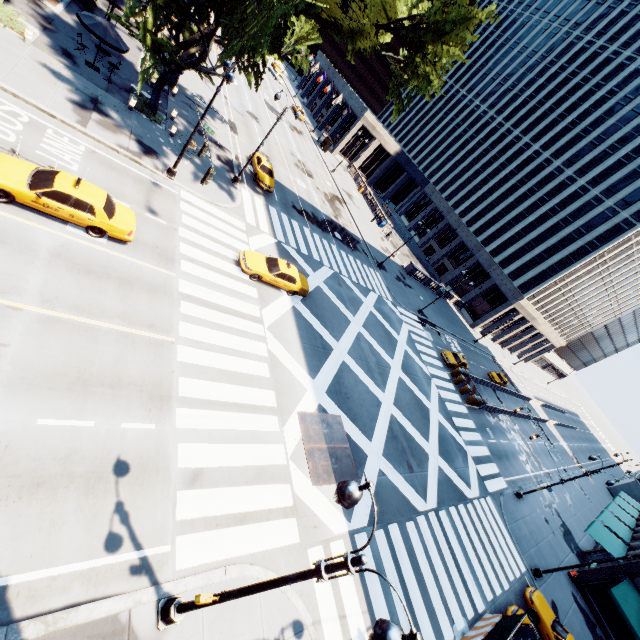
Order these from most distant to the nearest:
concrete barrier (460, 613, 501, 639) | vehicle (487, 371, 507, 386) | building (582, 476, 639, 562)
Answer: vehicle (487, 371, 507, 386) → building (582, 476, 639, 562) → concrete barrier (460, 613, 501, 639)

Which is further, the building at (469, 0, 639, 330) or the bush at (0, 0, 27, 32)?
the building at (469, 0, 639, 330)

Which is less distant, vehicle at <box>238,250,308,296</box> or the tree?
the tree

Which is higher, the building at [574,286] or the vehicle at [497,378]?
the building at [574,286]

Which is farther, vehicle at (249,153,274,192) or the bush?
vehicle at (249,153,274,192)

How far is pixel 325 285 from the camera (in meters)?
26.78

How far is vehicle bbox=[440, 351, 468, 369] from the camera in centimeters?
3616cm

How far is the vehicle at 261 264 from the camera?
19.3 meters
